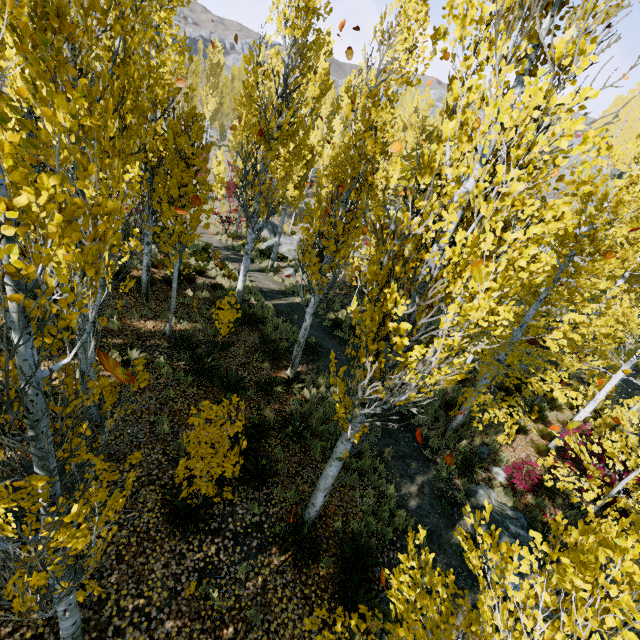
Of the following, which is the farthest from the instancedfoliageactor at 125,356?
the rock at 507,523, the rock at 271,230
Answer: the rock at 271,230

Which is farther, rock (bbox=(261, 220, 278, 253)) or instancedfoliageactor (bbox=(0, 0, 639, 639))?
rock (bbox=(261, 220, 278, 253))

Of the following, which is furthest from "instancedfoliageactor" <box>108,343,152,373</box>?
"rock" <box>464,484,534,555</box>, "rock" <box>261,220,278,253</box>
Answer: "rock" <box>261,220,278,253</box>

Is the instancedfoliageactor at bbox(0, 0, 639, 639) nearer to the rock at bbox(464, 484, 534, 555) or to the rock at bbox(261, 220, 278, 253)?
the rock at bbox(464, 484, 534, 555)

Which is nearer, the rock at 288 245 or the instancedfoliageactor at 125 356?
the instancedfoliageactor at 125 356

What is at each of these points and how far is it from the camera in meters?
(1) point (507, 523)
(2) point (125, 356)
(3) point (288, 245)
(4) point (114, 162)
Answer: (1) rock, 8.2 m
(2) instancedfoliageactor, 8.2 m
(3) rock, 23.1 m
(4) instancedfoliageactor, 4.1 m
